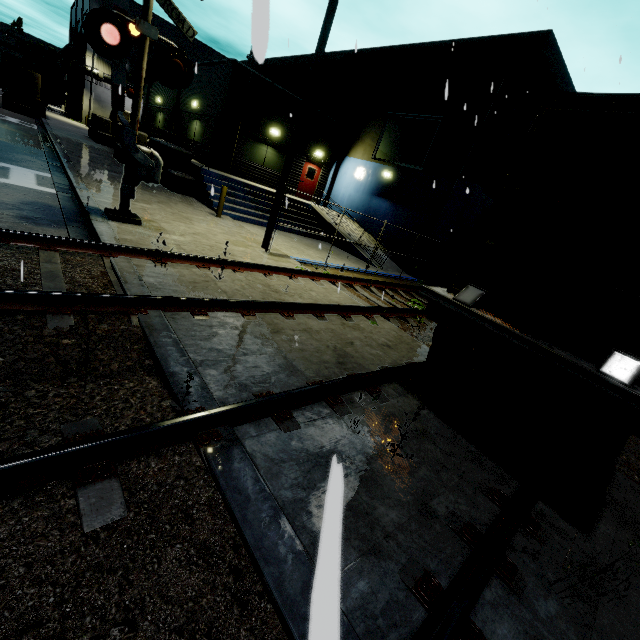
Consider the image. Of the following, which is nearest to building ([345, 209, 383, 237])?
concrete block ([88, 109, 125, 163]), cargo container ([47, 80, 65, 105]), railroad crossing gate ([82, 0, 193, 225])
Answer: concrete block ([88, 109, 125, 163])

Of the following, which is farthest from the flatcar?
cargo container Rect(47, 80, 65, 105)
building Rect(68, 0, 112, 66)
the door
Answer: cargo container Rect(47, 80, 65, 105)

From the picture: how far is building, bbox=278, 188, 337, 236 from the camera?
16.7 meters

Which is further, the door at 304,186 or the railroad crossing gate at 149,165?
the door at 304,186

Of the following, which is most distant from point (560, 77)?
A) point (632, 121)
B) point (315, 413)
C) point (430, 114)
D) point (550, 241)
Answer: point (315, 413)

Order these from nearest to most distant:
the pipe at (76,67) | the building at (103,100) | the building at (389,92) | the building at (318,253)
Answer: the building at (318,253) < the building at (389,92) < the pipe at (76,67) < the building at (103,100)

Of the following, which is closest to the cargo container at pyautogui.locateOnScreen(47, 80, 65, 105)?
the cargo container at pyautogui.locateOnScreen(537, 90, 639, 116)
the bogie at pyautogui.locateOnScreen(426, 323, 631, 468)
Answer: the cargo container at pyautogui.locateOnScreen(537, 90, 639, 116)
